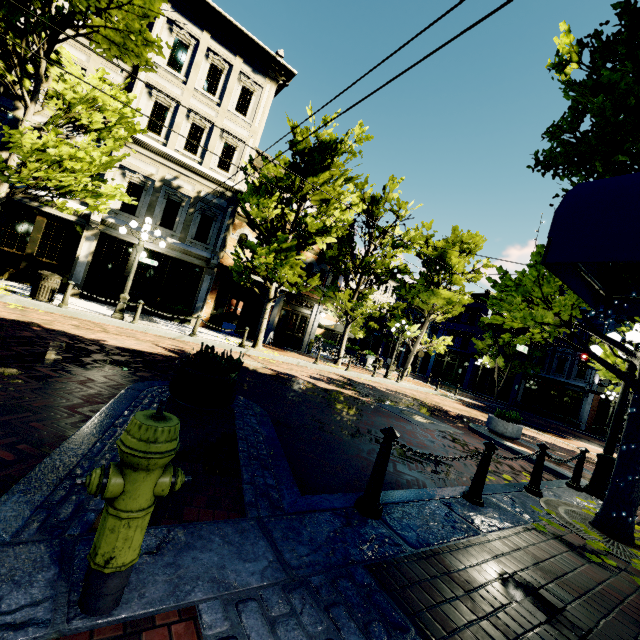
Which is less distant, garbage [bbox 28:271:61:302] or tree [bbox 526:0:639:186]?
tree [bbox 526:0:639:186]

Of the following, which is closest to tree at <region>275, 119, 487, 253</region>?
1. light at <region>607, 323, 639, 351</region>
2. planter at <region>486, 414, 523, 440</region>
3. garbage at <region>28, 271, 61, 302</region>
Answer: light at <region>607, 323, 639, 351</region>

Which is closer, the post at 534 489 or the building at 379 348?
the post at 534 489

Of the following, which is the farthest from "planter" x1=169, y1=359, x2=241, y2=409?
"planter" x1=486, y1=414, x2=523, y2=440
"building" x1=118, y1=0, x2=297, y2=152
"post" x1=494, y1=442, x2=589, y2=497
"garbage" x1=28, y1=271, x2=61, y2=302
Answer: "building" x1=118, y1=0, x2=297, y2=152

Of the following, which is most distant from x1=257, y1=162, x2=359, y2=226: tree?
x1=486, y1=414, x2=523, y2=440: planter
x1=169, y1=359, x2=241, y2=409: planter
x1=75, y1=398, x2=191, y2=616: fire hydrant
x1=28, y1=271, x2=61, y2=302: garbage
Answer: x1=169, y1=359, x2=241, y2=409: planter

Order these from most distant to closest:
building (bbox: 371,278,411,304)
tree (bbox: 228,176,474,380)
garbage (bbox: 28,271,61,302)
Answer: building (bbox: 371,278,411,304), tree (bbox: 228,176,474,380), garbage (bbox: 28,271,61,302)

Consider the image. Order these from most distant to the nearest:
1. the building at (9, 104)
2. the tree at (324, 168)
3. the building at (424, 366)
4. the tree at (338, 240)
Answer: the building at (424, 366) < the tree at (338, 240) < the tree at (324, 168) < the building at (9, 104)

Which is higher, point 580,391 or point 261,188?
point 261,188
